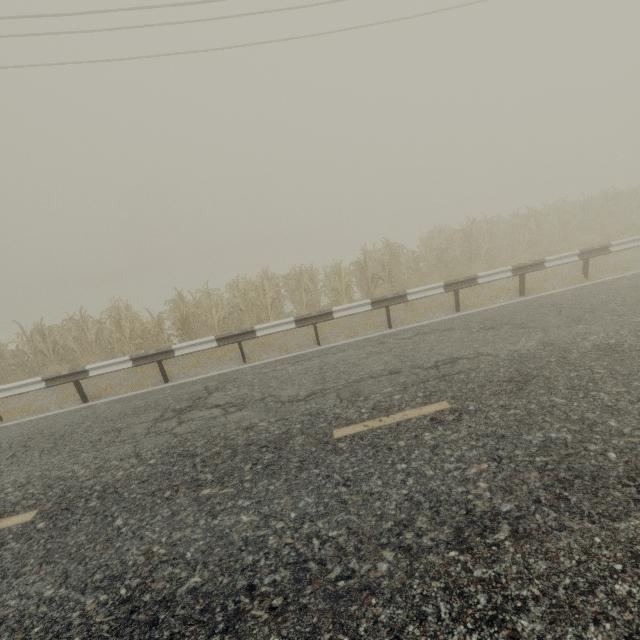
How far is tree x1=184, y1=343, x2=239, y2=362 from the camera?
9.2 meters

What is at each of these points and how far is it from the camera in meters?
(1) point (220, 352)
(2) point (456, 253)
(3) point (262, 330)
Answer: (1) tree, 9.3 m
(2) tree, 13.9 m
(3) guardrail, 8.1 m

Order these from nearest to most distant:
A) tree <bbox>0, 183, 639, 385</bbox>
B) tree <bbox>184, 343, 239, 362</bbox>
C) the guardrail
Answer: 1. the guardrail
2. tree <bbox>184, 343, 239, 362</bbox>
3. tree <bbox>0, 183, 639, 385</bbox>

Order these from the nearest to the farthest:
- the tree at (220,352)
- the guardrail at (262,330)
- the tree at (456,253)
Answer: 1. the guardrail at (262,330)
2. the tree at (220,352)
3. the tree at (456,253)

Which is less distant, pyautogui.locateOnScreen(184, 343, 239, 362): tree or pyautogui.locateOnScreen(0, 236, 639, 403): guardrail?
pyautogui.locateOnScreen(0, 236, 639, 403): guardrail

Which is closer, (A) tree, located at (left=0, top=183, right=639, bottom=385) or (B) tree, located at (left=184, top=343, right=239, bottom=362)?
(B) tree, located at (left=184, top=343, right=239, bottom=362)

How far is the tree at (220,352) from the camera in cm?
916

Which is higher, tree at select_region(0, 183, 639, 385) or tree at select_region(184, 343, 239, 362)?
tree at select_region(0, 183, 639, 385)
